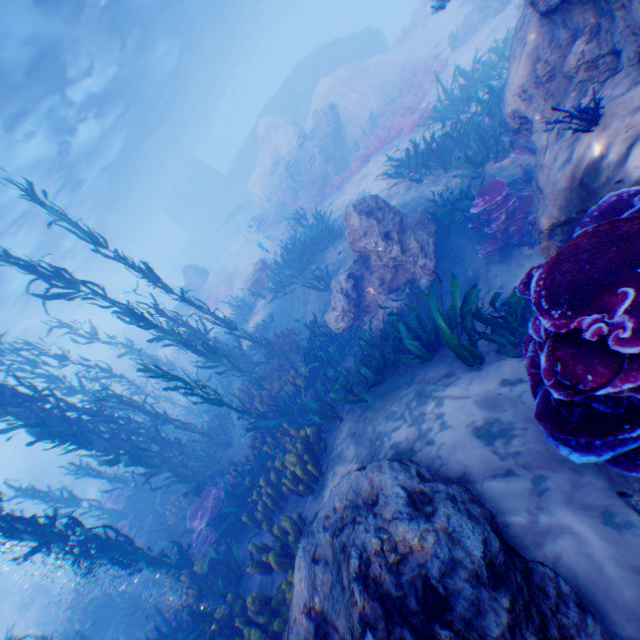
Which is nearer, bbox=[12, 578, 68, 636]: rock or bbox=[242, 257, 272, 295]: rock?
bbox=[242, 257, 272, 295]: rock

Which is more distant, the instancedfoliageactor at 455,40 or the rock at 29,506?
the rock at 29,506

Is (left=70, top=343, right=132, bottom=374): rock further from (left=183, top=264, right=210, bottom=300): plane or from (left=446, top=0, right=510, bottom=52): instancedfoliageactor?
(left=446, top=0, right=510, bottom=52): instancedfoliageactor

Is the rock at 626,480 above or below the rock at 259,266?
below

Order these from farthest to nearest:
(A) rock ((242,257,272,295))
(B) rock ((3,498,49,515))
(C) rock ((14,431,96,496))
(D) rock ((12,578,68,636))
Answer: (B) rock ((3,498,49,515)) < (C) rock ((14,431,96,496)) < (D) rock ((12,578,68,636)) < (A) rock ((242,257,272,295))

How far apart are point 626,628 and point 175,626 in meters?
7.7

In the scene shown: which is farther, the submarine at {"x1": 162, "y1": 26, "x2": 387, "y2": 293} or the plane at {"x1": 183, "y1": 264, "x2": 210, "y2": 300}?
the submarine at {"x1": 162, "y1": 26, "x2": 387, "y2": 293}
